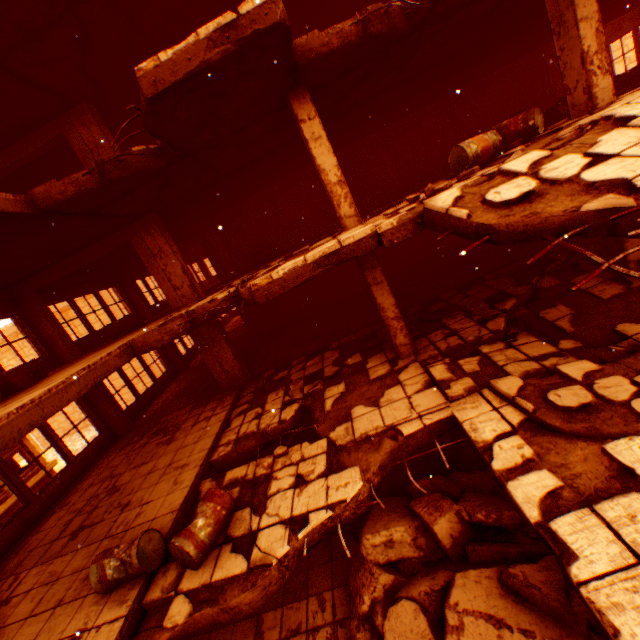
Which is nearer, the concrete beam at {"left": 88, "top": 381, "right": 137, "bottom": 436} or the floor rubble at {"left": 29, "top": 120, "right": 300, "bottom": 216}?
the floor rubble at {"left": 29, "top": 120, "right": 300, "bottom": 216}

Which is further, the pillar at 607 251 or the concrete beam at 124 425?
the concrete beam at 124 425

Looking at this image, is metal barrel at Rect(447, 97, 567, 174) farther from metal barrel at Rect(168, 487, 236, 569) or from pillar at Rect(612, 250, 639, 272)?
metal barrel at Rect(168, 487, 236, 569)

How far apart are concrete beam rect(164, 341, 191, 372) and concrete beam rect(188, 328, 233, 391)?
4.5m

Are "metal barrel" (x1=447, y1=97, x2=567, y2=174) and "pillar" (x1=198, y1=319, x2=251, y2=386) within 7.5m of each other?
no

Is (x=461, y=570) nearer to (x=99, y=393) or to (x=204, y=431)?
(x=204, y=431)

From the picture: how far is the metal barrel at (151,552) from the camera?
4.53m

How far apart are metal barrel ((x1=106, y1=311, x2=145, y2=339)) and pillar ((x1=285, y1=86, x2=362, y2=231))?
7.04m
